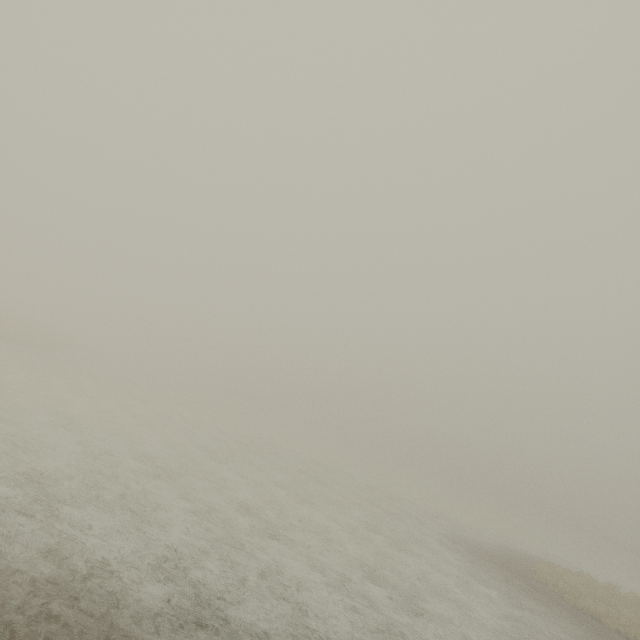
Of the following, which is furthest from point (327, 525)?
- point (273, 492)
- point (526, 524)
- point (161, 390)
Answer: point (526, 524)
